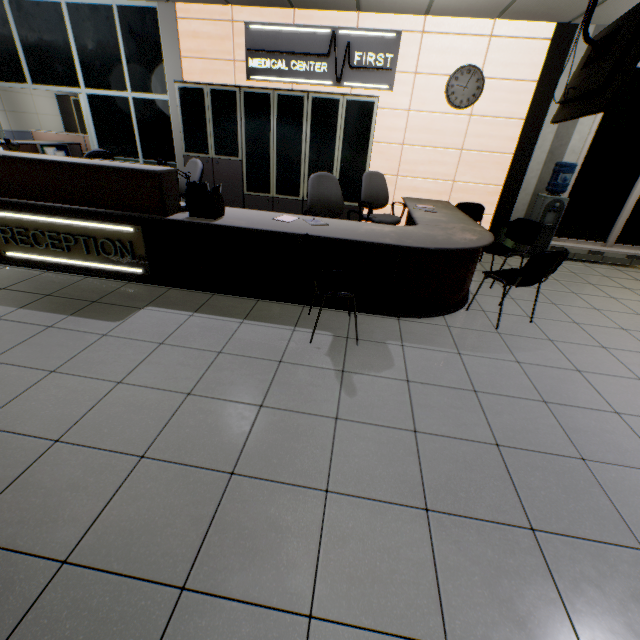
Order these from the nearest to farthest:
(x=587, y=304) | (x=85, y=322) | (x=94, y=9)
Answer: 1. (x=85, y=322)
2. (x=587, y=304)
3. (x=94, y=9)

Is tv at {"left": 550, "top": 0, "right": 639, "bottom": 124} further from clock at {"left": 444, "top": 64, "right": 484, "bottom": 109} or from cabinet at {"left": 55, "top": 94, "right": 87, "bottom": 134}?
cabinet at {"left": 55, "top": 94, "right": 87, "bottom": 134}

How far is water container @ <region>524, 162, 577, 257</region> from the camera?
5.1m

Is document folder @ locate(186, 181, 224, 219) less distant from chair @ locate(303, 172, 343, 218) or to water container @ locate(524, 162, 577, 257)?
chair @ locate(303, 172, 343, 218)

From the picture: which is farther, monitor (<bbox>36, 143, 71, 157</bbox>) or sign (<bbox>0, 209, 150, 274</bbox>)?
monitor (<bbox>36, 143, 71, 157</bbox>)

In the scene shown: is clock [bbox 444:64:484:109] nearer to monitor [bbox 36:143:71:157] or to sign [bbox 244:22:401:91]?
sign [bbox 244:22:401:91]

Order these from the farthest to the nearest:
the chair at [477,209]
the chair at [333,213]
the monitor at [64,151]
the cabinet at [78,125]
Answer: the cabinet at [78,125] < the chair at [477,209] < the monitor at [64,151] < the chair at [333,213]

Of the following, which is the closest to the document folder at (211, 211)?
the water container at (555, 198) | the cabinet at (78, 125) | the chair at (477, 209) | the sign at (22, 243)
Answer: the sign at (22, 243)
